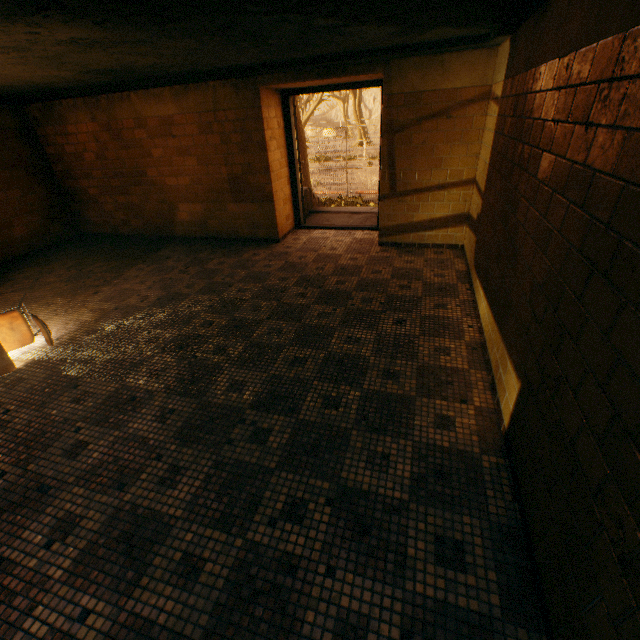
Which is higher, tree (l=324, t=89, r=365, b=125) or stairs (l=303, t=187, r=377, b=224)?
tree (l=324, t=89, r=365, b=125)

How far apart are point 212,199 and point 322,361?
4.13m

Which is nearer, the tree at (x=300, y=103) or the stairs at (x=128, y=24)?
the stairs at (x=128, y=24)

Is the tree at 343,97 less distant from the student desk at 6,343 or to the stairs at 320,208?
the stairs at 320,208

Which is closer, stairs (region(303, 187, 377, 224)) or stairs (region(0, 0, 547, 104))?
stairs (region(0, 0, 547, 104))

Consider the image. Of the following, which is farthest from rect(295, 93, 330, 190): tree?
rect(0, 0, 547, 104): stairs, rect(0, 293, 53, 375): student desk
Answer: rect(0, 293, 53, 375): student desk

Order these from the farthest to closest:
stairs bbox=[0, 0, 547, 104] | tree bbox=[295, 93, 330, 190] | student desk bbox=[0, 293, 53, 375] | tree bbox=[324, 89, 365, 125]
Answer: tree bbox=[324, 89, 365, 125]
tree bbox=[295, 93, 330, 190]
student desk bbox=[0, 293, 53, 375]
stairs bbox=[0, 0, 547, 104]

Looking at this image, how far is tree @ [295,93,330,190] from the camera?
11.7 meters
